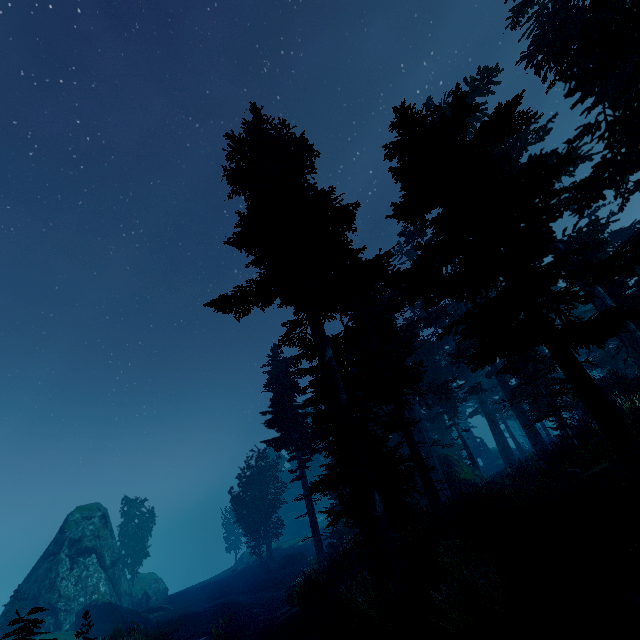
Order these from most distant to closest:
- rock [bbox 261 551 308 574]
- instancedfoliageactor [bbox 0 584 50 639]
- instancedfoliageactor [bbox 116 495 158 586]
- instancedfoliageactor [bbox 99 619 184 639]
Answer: instancedfoliageactor [bbox 116 495 158 586] < rock [bbox 261 551 308 574] < instancedfoliageactor [bbox 99 619 184 639] < instancedfoliageactor [bbox 0 584 50 639]

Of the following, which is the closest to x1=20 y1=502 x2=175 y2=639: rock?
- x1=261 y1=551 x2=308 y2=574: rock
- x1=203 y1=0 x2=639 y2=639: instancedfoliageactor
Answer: x1=203 y1=0 x2=639 y2=639: instancedfoliageactor

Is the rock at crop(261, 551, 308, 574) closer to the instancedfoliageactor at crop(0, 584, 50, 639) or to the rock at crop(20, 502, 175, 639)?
the instancedfoliageactor at crop(0, 584, 50, 639)

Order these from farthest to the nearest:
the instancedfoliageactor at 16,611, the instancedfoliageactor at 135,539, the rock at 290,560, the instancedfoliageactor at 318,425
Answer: the instancedfoliageactor at 135,539 < the rock at 290,560 < the instancedfoliageactor at 16,611 < the instancedfoliageactor at 318,425

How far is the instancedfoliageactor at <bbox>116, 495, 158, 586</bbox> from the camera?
41.44m

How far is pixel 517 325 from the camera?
5.80m

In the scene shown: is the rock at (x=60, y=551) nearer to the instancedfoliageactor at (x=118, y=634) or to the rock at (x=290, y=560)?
the instancedfoliageactor at (x=118, y=634)
